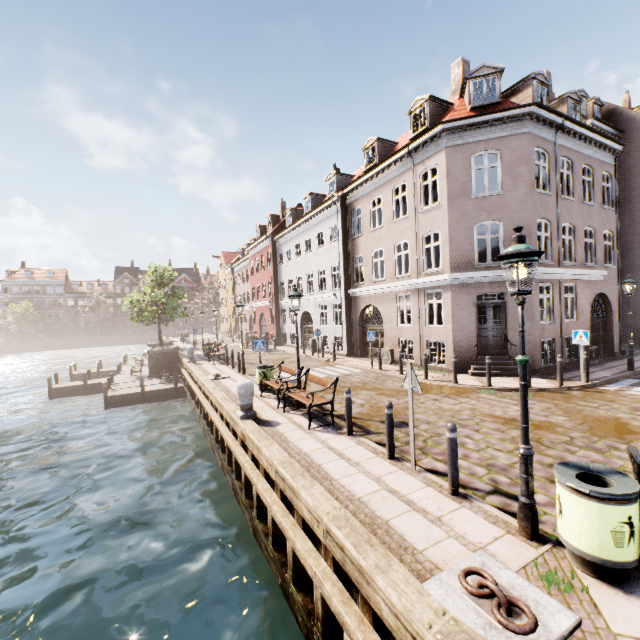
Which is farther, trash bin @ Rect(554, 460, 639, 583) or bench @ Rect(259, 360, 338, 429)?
bench @ Rect(259, 360, 338, 429)

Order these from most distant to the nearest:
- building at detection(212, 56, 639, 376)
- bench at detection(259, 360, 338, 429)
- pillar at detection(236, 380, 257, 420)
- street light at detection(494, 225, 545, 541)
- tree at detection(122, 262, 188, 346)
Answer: tree at detection(122, 262, 188, 346)
building at detection(212, 56, 639, 376)
pillar at detection(236, 380, 257, 420)
bench at detection(259, 360, 338, 429)
street light at detection(494, 225, 545, 541)

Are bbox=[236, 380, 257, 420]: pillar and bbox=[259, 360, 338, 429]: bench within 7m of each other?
yes

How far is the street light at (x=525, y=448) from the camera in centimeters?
386cm

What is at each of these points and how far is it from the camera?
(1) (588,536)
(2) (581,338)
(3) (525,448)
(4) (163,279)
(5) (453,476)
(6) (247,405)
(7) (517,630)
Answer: (1) trash bin, 3.3 meters
(2) sign, 11.3 meters
(3) street light, 4.0 meters
(4) tree, 27.1 meters
(5) bollard, 5.0 meters
(6) pillar, 9.1 meters
(7) boat ring, 2.8 meters

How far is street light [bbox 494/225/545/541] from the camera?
3.9m

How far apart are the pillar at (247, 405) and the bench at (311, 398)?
0.85m

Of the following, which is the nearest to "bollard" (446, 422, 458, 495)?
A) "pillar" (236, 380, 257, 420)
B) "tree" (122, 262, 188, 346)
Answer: "pillar" (236, 380, 257, 420)
